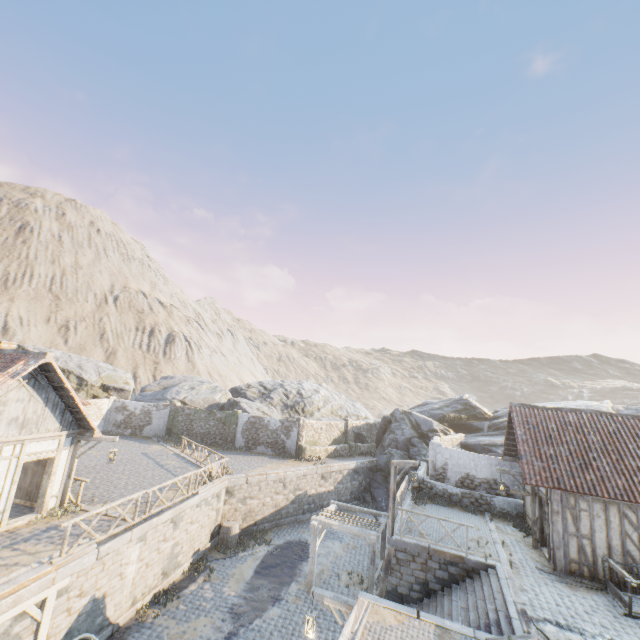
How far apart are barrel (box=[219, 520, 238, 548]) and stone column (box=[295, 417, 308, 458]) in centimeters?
798cm

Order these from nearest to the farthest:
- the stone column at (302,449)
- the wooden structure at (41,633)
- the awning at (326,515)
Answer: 1. the wooden structure at (41,633)
2. the awning at (326,515)
3. the stone column at (302,449)

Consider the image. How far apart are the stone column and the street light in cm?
1618

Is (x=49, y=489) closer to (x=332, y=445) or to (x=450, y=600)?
(x=450, y=600)

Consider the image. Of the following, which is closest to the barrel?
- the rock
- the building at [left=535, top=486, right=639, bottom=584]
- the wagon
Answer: the rock

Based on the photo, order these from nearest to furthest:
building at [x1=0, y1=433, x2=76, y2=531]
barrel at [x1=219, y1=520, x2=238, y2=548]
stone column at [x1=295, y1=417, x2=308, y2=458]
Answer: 1. building at [x1=0, y1=433, x2=76, y2=531]
2. barrel at [x1=219, y1=520, x2=238, y2=548]
3. stone column at [x1=295, y1=417, x2=308, y2=458]

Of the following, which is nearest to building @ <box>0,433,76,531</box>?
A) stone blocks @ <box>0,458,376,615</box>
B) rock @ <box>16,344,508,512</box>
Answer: stone blocks @ <box>0,458,376,615</box>

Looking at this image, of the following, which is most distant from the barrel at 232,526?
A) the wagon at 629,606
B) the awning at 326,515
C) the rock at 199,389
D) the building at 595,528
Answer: the wagon at 629,606
